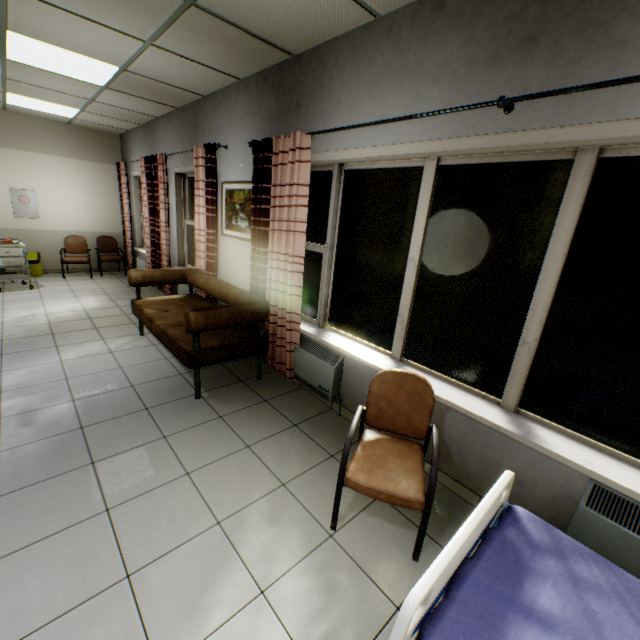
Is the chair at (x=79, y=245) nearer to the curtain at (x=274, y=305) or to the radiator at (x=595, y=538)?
the curtain at (x=274, y=305)

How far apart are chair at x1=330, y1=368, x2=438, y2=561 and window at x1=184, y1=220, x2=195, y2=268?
4.01m

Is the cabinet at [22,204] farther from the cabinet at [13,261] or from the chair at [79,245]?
the cabinet at [13,261]

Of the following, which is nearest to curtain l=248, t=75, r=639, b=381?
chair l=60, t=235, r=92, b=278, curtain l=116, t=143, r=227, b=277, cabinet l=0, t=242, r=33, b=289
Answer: curtain l=116, t=143, r=227, b=277

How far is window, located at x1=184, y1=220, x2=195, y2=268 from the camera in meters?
5.7

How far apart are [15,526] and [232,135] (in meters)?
4.20

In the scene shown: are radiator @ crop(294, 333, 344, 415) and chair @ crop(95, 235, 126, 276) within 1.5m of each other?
no

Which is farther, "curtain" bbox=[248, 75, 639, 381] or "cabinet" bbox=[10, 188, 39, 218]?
"cabinet" bbox=[10, 188, 39, 218]
